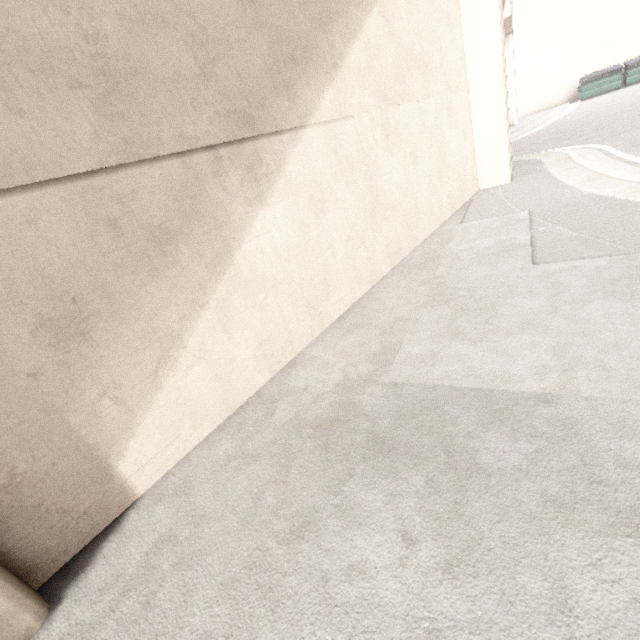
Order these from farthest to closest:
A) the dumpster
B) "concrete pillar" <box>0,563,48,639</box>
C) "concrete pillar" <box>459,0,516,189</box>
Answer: the dumpster < "concrete pillar" <box>459,0,516,189</box> < "concrete pillar" <box>0,563,48,639</box>

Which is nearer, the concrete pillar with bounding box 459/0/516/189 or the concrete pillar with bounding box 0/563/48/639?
the concrete pillar with bounding box 0/563/48/639

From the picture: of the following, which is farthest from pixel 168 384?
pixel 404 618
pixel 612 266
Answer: pixel 612 266

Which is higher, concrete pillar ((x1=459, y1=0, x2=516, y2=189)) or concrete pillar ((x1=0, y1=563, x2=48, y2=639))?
concrete pillar ((x1=459, y1=0, x2=516, y2=189))

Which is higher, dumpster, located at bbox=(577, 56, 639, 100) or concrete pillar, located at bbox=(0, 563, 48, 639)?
dumpster, located at bbox=(577, 56, 639, 100)

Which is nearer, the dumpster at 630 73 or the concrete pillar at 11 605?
the concrete pillar at 11 605

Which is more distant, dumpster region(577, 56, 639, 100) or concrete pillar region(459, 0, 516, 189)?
dumpster region(577, 56, 639, 100)

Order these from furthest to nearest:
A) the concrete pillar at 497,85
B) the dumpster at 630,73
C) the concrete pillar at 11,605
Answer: the dumpster at 630,73, the concrete pillar at 497,85, the concrete pillar at 11,605
